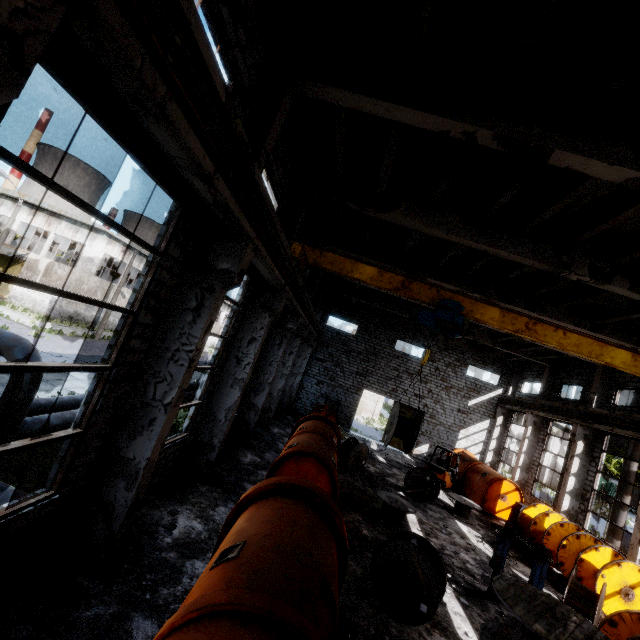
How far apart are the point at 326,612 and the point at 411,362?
25.2m

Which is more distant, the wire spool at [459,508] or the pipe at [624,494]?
the pipe at [624,494]

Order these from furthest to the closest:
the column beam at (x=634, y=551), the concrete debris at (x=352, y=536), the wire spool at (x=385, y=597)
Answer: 1. the column beam at (x=634, y=551)
2. the concrete debris at (x=352, y=536)
3. the wire spool at (x=385, y=597)

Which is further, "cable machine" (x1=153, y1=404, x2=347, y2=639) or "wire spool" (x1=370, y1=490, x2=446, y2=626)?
"wire spool" (x1=370, y1=490, x2=446, y2=626)

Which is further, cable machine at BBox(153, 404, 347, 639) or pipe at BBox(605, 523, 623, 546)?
pipe at BBox(605, 523, 623, 546)

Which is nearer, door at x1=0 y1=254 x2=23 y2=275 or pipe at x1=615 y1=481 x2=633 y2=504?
pipe at x1=615 y1=481 x2=633 y2=504

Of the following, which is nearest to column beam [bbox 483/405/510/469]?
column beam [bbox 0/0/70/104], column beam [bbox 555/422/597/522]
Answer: column beam [bbox 555/422/597/522]

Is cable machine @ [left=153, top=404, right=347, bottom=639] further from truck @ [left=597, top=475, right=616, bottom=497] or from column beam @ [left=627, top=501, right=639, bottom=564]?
truck @ [left=597, top=475, right=616, bottom=497]
